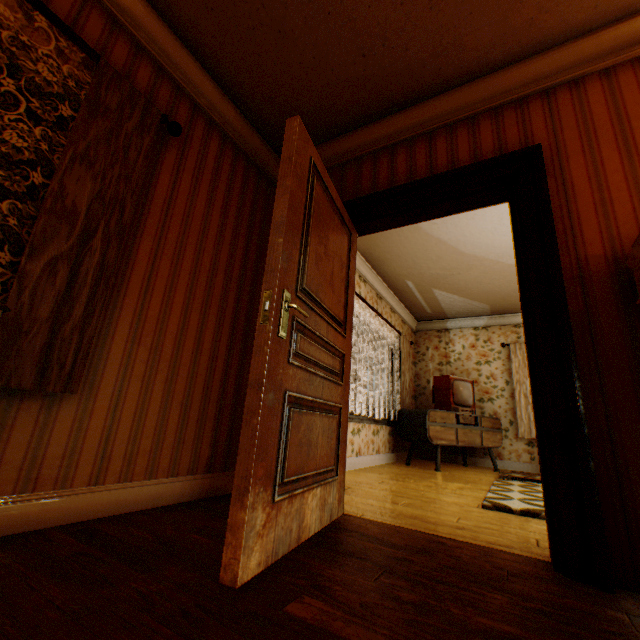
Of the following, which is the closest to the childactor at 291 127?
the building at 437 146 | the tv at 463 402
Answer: the building at 437 146

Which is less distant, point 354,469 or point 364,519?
point 364,519

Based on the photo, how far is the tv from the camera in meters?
5.3

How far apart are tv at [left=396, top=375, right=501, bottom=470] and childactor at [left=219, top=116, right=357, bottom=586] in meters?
3.3

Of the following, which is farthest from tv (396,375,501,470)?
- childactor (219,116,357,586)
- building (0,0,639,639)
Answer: childactor (219,116,357,586)

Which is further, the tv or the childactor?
the tv
